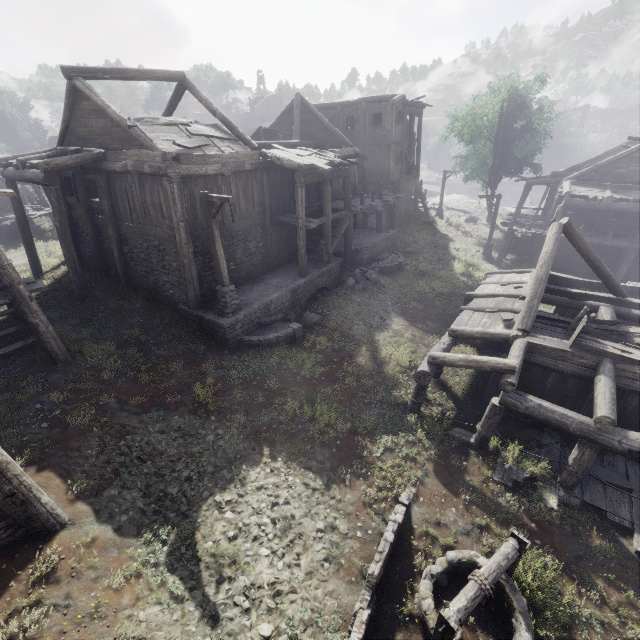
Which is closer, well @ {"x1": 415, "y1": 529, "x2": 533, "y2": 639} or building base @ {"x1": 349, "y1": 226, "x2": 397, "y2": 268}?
well @ {"x1": 415, "y1": 529, "x2": 533, "y2": 639}

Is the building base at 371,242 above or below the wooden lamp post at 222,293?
below

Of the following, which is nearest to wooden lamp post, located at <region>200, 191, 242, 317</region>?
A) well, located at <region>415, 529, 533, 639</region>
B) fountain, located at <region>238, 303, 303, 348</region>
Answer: fountain, located at <region>238, 303, 303, 348</region>

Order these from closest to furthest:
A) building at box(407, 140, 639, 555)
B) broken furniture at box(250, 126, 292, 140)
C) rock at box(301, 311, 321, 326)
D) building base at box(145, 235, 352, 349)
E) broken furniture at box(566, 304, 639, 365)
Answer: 1. building at box(407, 140, 639, 555)
2. broken furniture at box(566, 304, 639, 365)
3. building base at box(145, 235, 352, 349)
4. rock at box(301, 311, 321, 326)
5. broken furniture at box(250, 126, 292, 140)

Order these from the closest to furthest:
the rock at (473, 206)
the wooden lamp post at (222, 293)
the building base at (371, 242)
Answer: the wooden lamp post at (222, 293), the building base at (371, 242), the rock at (473, 206)

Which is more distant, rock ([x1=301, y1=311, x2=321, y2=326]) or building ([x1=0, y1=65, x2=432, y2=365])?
rock ([x1=301, y1=311, x2=321, y2=326])

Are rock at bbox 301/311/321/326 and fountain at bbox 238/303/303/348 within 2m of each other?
yes

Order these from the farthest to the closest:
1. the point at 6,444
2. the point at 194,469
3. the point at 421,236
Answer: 1. the point at 421,236
2. the point at 194,469
3. the point at 6,444
